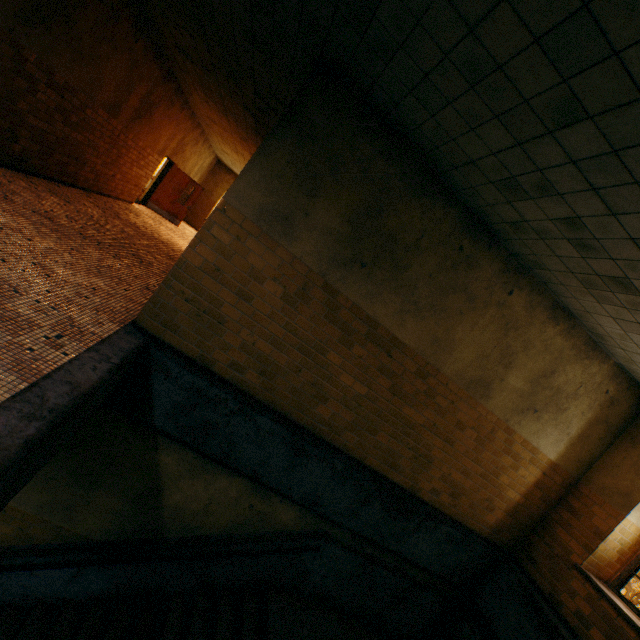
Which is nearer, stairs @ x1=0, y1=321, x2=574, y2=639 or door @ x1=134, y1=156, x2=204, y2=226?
stairs @ x1=0, y1=321, x2=574, y2=639

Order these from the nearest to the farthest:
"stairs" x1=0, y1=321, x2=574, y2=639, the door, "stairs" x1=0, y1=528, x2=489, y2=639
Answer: "stairs" x1=0, y1=321, x2=574, y2=639 < "stairs" x1=0, y1=528, x2=489, y2=639 < the door

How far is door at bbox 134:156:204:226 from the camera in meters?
13.3 m

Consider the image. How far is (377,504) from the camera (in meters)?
5.29

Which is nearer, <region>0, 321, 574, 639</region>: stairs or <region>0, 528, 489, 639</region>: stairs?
<region>0, 321, 574, 639</region>: stairs

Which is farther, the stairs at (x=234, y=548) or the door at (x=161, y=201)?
the door at (x=161, y=201)

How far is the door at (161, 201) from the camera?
13.32m

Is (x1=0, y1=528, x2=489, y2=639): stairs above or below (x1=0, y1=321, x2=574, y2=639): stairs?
below
